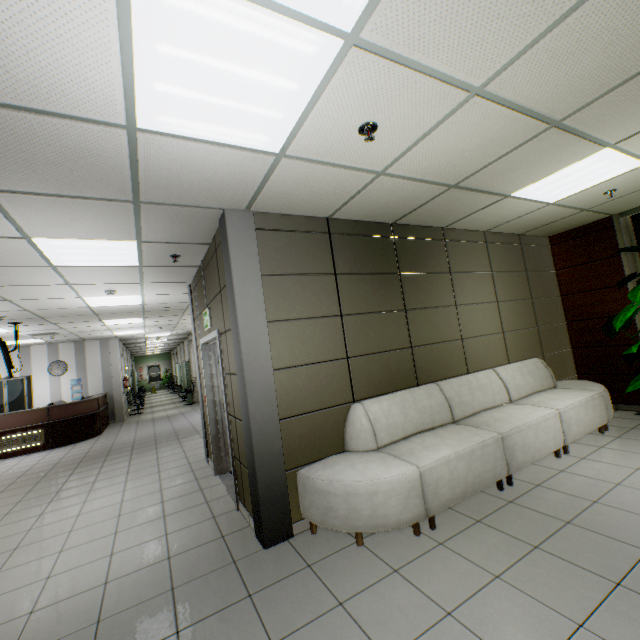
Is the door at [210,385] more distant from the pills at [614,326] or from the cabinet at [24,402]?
the cabinet at [24,402]

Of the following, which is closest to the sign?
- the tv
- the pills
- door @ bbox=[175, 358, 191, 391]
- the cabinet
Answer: the tv

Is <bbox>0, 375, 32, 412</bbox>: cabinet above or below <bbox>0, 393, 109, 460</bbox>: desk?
above

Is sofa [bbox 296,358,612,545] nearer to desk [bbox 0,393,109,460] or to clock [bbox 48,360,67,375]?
desk [bbox 0,393,109,460]

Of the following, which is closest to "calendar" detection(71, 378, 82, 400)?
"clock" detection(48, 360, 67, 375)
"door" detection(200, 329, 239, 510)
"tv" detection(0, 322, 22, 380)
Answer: "clock" detection(48, 360, 67, 375)

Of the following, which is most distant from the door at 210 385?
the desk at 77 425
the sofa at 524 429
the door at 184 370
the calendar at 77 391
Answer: the door at 184 370

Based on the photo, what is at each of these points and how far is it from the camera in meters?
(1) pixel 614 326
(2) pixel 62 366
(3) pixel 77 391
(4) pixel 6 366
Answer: (1) pills, 4.5 m
(2) clock, 11.9 m
(3) calendar, 12.0 m
(4) tv, 6.7 m

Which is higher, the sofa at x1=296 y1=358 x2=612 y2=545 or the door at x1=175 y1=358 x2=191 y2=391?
the door at x1=175 y1=358 x2=191 y2=391
